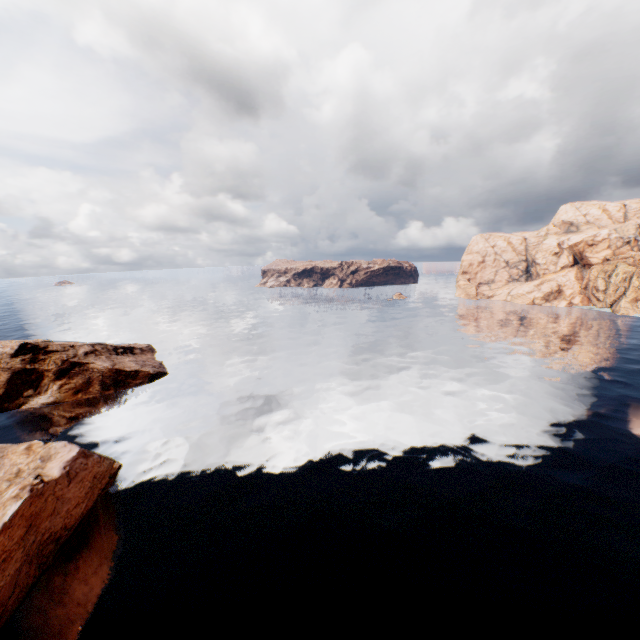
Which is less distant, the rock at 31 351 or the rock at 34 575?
the rock at 34 575

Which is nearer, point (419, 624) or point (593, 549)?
point (419, 624)

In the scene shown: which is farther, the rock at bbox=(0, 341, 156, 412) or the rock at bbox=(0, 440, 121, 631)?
the rock at bbox=(0, 341, 156, 412)
